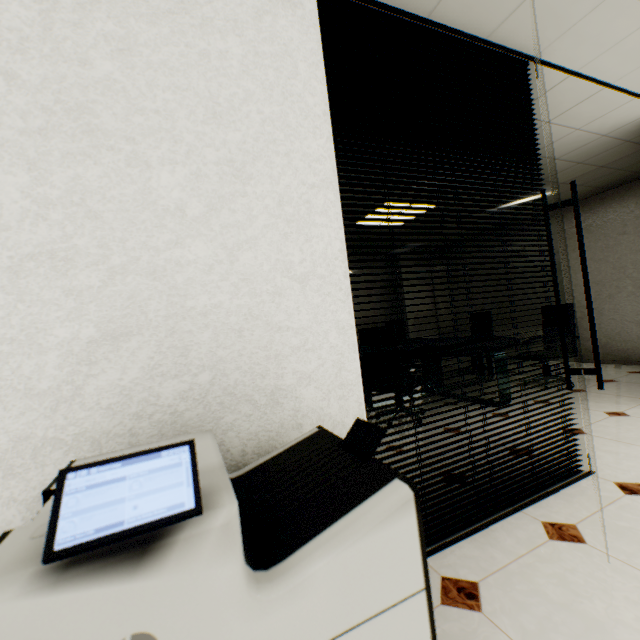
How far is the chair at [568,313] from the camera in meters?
4.5 m

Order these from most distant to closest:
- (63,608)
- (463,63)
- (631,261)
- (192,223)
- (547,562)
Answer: (631,261) < (463,63) < (547,562) < (192,223) < (63,608)

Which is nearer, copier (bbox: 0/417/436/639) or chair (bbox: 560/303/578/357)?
copier (bbox: 0/417/436/639)

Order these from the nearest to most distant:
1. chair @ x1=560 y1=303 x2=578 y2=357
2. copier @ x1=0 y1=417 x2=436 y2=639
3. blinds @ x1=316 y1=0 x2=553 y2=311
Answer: copier @ x1=0 y1=417 x2=436 y2=639, blinds @ x1=316 y1=0 x2=553 y2=311, chair @ x1=560 y1=303 x2=578 y2=357

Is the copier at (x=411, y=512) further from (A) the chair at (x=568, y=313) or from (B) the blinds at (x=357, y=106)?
(A) the chair at (x=568, y=313)

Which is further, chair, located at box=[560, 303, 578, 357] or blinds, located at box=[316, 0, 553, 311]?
chair, located at box=[560, 303, 578, 357]

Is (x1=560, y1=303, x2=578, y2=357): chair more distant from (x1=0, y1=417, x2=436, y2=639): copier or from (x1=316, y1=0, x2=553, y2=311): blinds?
(x1=0, y1=417, x2=436, y2=639): copier

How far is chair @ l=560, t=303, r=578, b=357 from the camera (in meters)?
4.54
